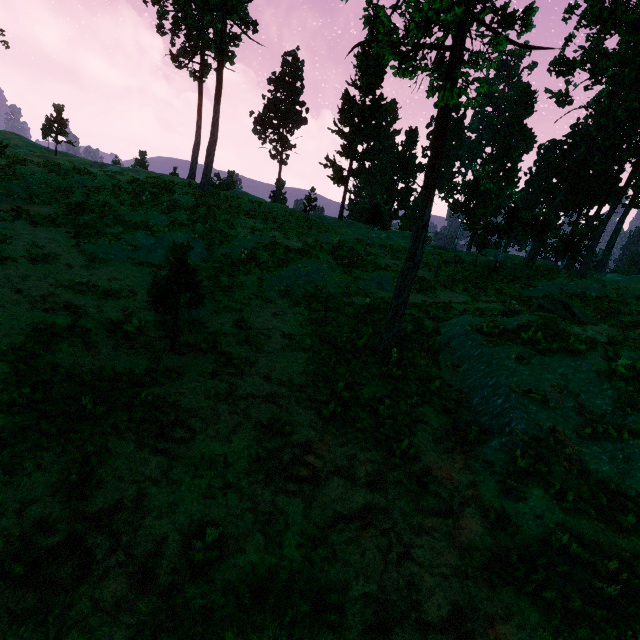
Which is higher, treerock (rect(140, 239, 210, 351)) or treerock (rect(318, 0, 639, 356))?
treerock (rect(318, 0, 639, 356))

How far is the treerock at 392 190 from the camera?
58.05m

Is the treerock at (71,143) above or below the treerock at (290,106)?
below

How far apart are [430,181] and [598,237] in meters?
28.6

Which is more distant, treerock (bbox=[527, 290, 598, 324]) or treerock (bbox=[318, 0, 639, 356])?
treerock (bbox=[527, 290, 598, 324])

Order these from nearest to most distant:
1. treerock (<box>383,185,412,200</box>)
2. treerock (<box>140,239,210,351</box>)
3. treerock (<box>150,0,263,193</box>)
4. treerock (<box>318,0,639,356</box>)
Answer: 1. treerock (<box>318,0,639,356</box>)
2. treerock (<box>140,239,210,351</box>)
3. treerock (<box>150,0,263,193</box>)
4. treerock (<box>383,185,412,200</box>)
